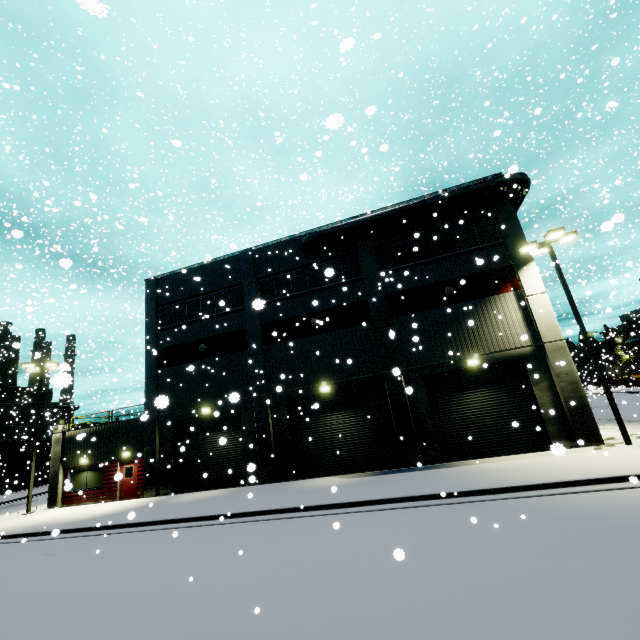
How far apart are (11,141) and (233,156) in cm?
2521

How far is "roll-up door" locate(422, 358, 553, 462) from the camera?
15.7m

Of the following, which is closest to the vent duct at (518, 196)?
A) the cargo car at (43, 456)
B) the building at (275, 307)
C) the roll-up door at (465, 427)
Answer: the building at (275, 307)

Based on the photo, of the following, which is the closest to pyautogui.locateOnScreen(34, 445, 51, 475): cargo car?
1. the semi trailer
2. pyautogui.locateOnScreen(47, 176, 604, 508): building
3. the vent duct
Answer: the semi trailer

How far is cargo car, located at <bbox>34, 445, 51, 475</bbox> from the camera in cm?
4683

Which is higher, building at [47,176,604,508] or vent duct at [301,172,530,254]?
vent duct at [301,172,530,254]

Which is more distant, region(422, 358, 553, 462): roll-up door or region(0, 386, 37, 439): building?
region(0, 386, 37, 439): building

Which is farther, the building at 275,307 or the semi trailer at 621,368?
the semi trailer at 621,368
